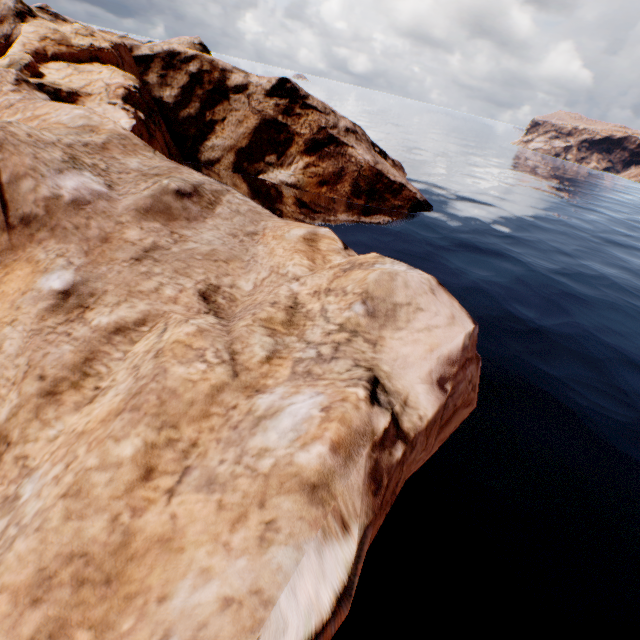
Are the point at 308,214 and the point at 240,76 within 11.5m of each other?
no
